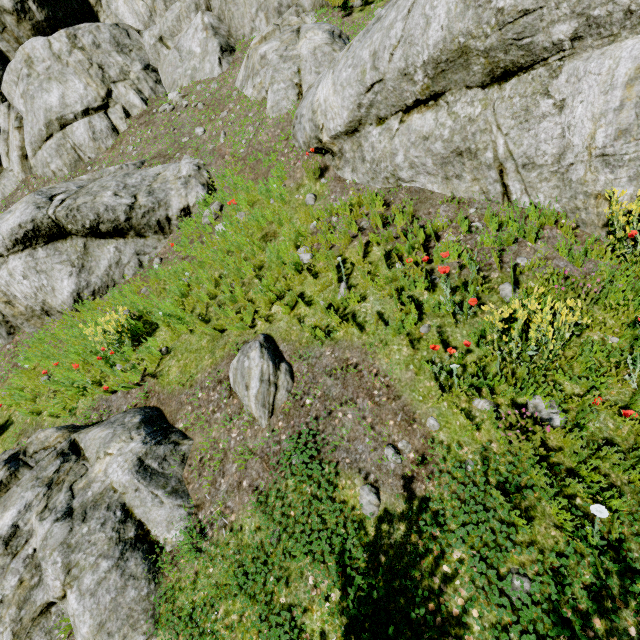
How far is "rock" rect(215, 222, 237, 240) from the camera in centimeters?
622cm

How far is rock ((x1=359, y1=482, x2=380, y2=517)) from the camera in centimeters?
312cm

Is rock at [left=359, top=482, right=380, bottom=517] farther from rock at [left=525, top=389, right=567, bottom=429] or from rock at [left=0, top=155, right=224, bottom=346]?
rock at [left=0, top=155, right=224, bottom=346]

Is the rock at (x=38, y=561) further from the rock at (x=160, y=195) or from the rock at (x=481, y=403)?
the rock at (x=481, y=403)

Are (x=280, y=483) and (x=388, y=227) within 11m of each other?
yes

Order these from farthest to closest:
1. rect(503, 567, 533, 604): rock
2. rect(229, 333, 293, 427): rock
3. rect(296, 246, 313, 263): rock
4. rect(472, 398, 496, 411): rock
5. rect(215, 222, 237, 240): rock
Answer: rect(215, 222, 237, 240): rock < rect(296, 246, 313, 263): rock < rect(229, 333, 293, 427): rock < rect(472, 398, 496, 411): rock < rect(503, 567, 533, 604): rock

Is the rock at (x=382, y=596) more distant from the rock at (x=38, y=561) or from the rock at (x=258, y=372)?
the rock at (x=38, y=561)

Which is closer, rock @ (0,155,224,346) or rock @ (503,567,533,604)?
rock @ (503,567,533,604)
